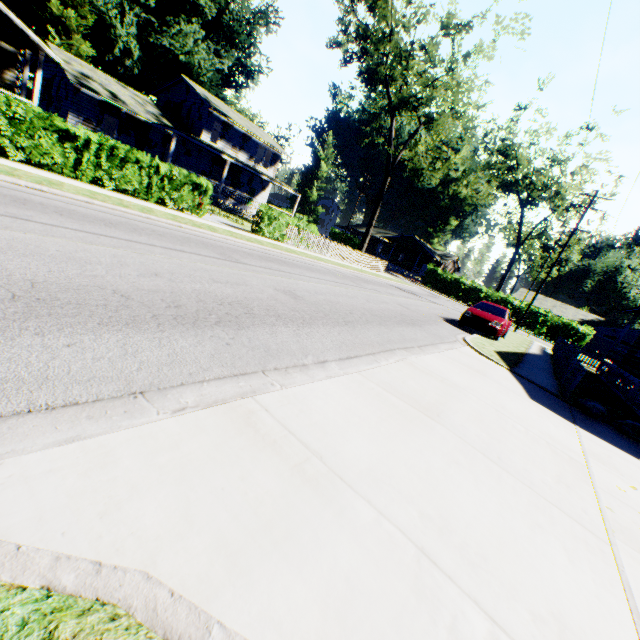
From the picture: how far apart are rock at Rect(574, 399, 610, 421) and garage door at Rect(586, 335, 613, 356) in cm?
4459

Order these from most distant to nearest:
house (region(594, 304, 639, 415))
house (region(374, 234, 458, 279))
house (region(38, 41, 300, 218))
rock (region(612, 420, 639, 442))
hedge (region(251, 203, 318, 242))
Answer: house (region(374, 234, 458, 279))
house (region(38, 41, 300, 218))
hedge (region(251, 203, 318, 242))
house (region(594, 304, 639, 415))
rock (region(612, 420, 639, 442))

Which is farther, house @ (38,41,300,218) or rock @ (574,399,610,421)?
house @ (38,41,300,218)

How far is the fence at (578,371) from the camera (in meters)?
9.01

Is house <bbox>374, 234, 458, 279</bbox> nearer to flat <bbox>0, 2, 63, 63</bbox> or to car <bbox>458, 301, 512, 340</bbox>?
car <bbox>458, 301, 512, 340</bbox>

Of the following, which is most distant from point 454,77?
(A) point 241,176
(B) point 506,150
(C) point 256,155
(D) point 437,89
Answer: (B) point 506,150

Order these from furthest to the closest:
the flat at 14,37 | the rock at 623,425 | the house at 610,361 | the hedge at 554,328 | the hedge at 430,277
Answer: the hedge at 430,277 → the hedge at 554,328 → the flat at 14,37 → the house at 610,361 → the rock at 623,425

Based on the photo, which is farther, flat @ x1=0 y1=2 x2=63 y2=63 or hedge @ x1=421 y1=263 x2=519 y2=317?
hedge @ x1=421 y1=263 x2=519 y2=317
